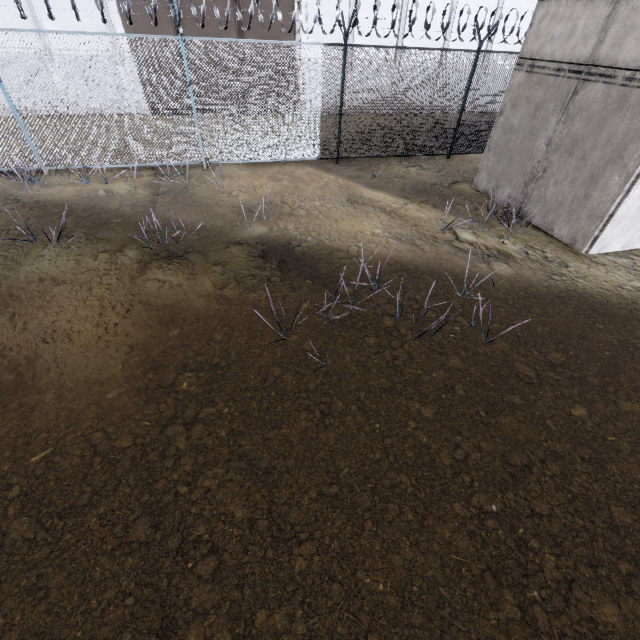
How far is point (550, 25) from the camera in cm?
681

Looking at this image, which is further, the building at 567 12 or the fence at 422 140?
the fence at 422 140

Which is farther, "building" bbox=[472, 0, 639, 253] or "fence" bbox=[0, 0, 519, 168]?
"fence" bbox=[0, 0, 519, 168]
